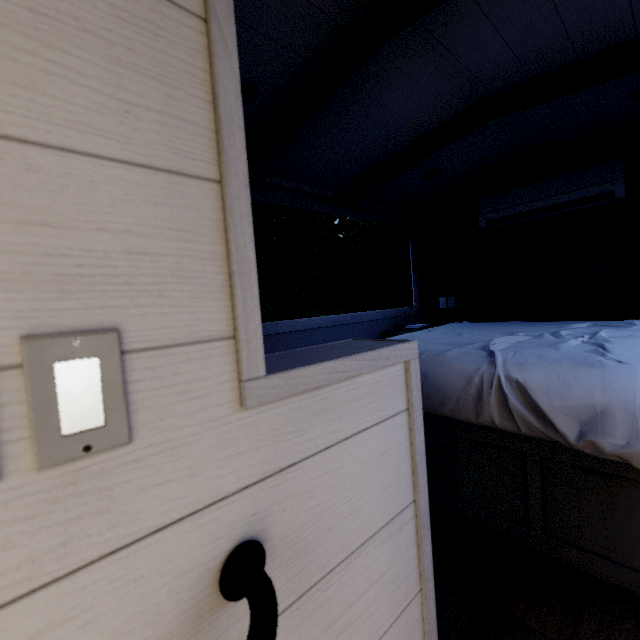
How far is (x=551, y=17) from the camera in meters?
1.4

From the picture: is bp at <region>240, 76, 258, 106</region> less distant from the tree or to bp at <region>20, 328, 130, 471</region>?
the tree

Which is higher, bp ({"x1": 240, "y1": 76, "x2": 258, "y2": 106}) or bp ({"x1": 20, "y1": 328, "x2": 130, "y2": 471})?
bp ({"x1": 240, "y1": 76, "x2": 258, "y2": 106})

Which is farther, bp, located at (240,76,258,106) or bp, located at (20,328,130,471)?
bp, located at (240,76,258,106)

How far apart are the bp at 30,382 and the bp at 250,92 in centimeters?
179cm

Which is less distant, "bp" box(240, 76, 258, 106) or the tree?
the tree

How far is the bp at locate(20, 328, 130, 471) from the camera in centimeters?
31cm

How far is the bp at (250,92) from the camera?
1.7 meters
